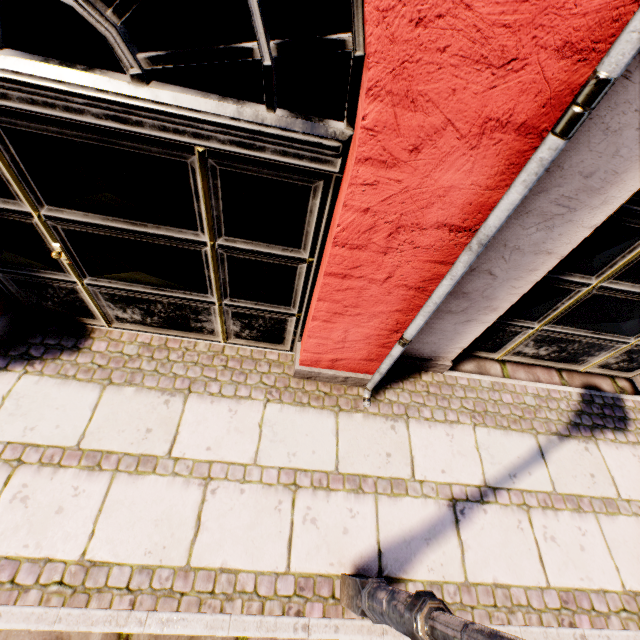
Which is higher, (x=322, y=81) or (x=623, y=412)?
(x=623, y=412)
